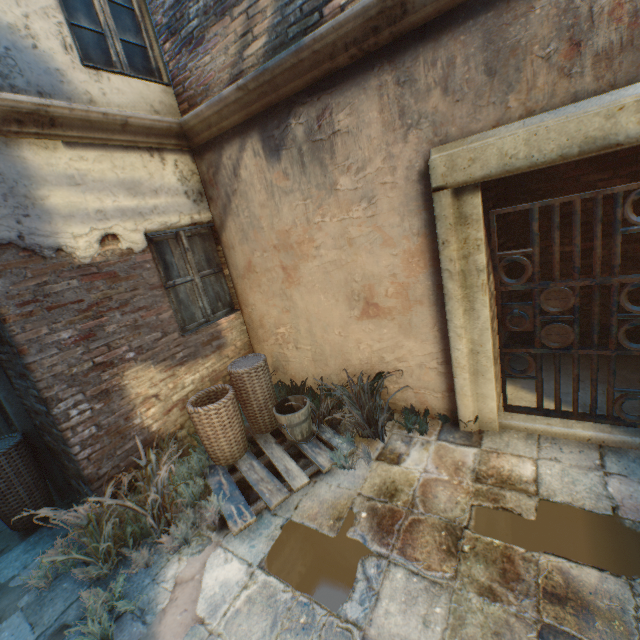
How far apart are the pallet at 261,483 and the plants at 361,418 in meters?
0.0

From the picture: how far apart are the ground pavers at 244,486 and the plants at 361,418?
1.0m

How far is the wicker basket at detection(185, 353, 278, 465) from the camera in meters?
3.4

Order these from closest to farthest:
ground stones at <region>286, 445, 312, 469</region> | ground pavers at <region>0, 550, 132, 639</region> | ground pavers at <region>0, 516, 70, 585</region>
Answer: ground pavers at <region>0, 550, 132, 639</region>
ground pavers at <region>0, 516, 70, 585</region>
ground stones at <region>286, 445, 312, 469</region>

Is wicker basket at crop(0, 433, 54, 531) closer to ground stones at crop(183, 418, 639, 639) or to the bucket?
ground stones at crop(183, 418, 639, 639)

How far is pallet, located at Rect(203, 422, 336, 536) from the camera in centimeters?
299cm

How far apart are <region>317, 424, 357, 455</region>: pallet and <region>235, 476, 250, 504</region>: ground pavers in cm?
1

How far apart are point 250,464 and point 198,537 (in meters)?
0.82
